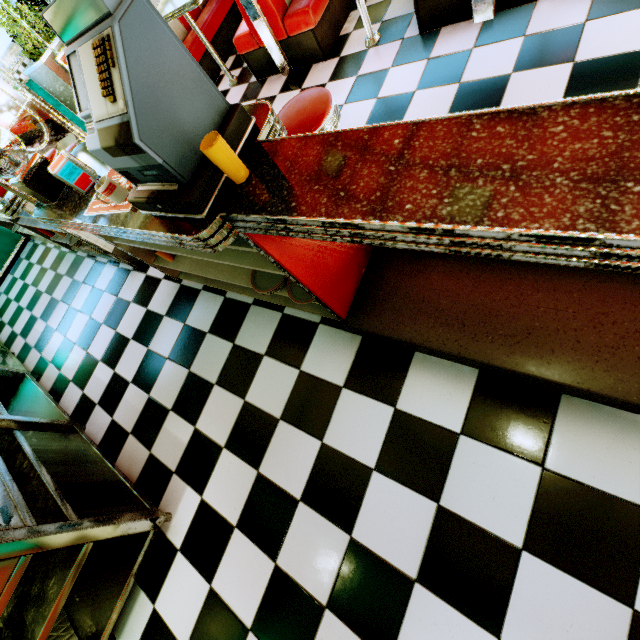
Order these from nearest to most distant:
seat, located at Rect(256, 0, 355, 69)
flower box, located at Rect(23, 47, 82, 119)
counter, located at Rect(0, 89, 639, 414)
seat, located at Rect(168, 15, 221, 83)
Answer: counter, located at Rect(0, 89, 639, 414) → seat, located at Rect(256, 0, 355, 69) → seat, located at Rect(168, 15, 221, 83) → flower box, located at Rect(23, 47, 82, 119)

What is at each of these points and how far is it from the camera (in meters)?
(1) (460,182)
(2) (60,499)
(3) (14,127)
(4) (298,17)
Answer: (1) counter, 0.69
(2) kitchen counter, 1.97
(3) door, 5.39
(4) seat, 2.99

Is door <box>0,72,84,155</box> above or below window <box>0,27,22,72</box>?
below

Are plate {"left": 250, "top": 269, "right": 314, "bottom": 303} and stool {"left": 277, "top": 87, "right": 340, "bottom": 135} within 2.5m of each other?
yes

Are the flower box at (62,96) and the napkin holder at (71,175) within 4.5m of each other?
no

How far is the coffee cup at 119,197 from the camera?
1.5 meters

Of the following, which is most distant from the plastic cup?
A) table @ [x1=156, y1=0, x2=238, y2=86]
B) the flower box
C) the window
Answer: the window

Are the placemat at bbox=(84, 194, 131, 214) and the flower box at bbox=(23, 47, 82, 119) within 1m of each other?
no
